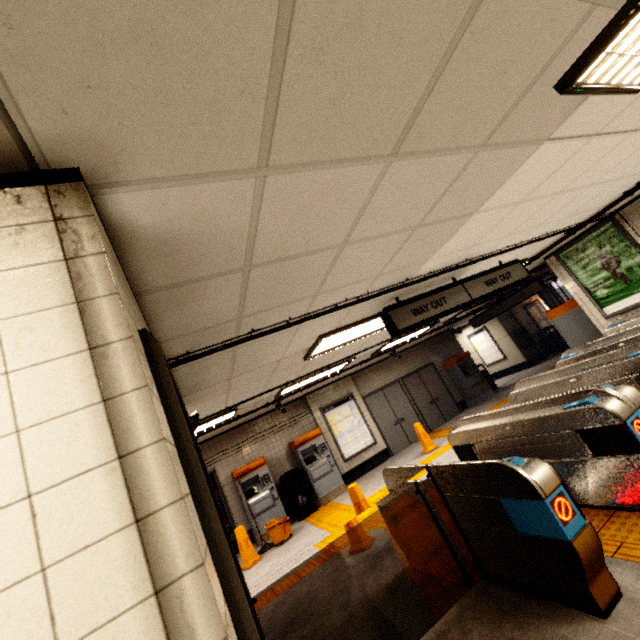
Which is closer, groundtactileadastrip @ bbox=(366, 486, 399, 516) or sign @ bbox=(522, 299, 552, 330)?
groundtactileadastrip @ bbox=(366, 486, 399, 516)

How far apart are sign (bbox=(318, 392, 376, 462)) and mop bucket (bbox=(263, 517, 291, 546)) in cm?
265

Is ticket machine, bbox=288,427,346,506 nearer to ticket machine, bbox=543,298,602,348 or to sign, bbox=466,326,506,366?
ticket machine, bbox=543,298,602,348

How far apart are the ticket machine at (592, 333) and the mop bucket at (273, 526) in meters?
7.9 m

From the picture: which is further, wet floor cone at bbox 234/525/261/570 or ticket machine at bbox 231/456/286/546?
ticket machine at bbox 231/456/286/546

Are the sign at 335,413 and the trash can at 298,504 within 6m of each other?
yes

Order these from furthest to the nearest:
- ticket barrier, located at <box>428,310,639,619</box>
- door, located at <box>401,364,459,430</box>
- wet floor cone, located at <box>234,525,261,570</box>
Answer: door, located at <box>401,364,459,430</box>
wet floor cone, located at <box>234,525,261,570</box>
ticket barrier, located at <box>428,310,639,619</box>

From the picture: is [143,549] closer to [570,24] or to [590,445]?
[570,24]
